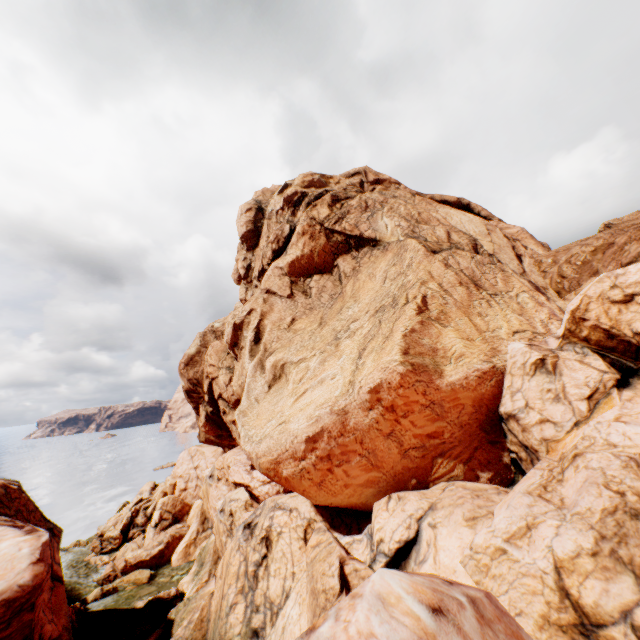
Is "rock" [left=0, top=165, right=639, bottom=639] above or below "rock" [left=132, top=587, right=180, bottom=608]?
above

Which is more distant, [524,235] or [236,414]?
[524,235]

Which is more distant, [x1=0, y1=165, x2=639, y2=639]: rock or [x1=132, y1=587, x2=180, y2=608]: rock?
[x1=132, y1=587, x2=180, y2=608]: rock

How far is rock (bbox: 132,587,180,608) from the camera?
26.1m

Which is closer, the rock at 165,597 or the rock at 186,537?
the rock at 186,537

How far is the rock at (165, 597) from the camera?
26.11m
